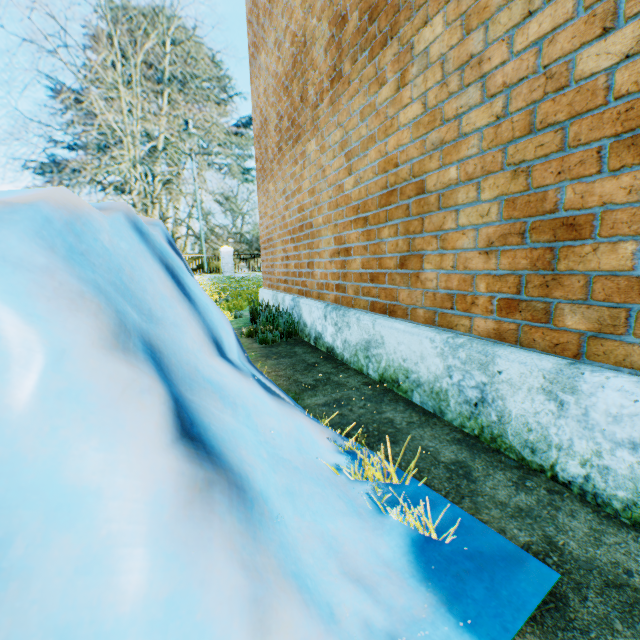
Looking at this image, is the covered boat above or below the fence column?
below

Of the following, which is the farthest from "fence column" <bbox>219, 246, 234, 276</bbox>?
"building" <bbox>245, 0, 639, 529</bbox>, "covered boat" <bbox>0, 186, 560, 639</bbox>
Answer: "covered boat" <bbox>0, 186, 560, 639</bbox>

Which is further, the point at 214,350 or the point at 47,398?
the point at 214,350

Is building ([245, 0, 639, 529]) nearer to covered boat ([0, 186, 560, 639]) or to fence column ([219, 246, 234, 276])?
covered boat ([0, 186, 560, 639])

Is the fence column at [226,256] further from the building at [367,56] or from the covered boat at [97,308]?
the covered boat at [97,308]

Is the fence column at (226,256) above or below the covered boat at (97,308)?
above

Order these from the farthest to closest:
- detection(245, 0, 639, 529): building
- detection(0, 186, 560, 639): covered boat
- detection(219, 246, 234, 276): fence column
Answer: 1. detection(219, 246, 234, 276): fence column
2. detection(245, 0, 639, 529): building
3. detection(0, 186, 560, 639): covered boat
